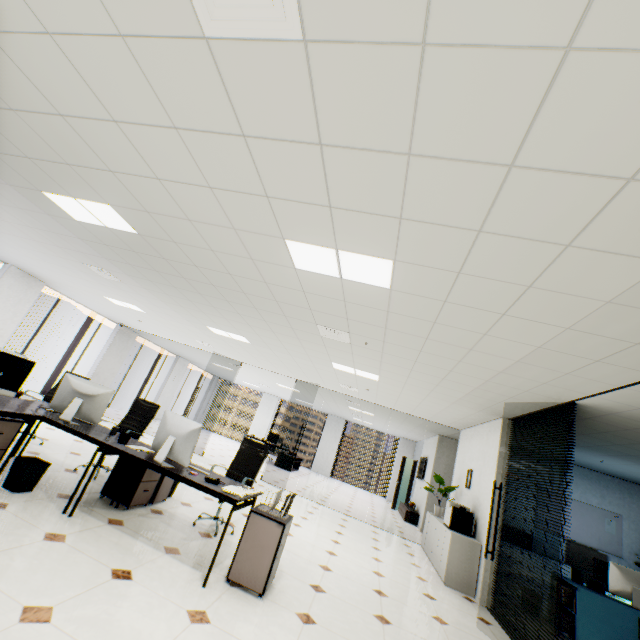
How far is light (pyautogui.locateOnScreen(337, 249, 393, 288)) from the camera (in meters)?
2.71

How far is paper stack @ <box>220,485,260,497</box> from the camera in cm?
316

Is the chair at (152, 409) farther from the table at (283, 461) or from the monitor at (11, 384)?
the table at (283, 461)

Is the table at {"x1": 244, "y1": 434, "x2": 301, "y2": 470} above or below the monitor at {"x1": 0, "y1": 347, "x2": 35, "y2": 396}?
below

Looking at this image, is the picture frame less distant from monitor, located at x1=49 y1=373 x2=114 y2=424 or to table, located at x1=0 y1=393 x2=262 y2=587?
table, located at x1=0 y1=393 x2=262 y2=587

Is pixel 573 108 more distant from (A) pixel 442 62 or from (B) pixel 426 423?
(B) pixel 426 423

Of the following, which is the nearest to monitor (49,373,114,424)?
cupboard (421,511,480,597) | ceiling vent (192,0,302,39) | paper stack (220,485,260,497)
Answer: paper stack (220,485,260,497)

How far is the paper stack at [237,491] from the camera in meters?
3.2 m
